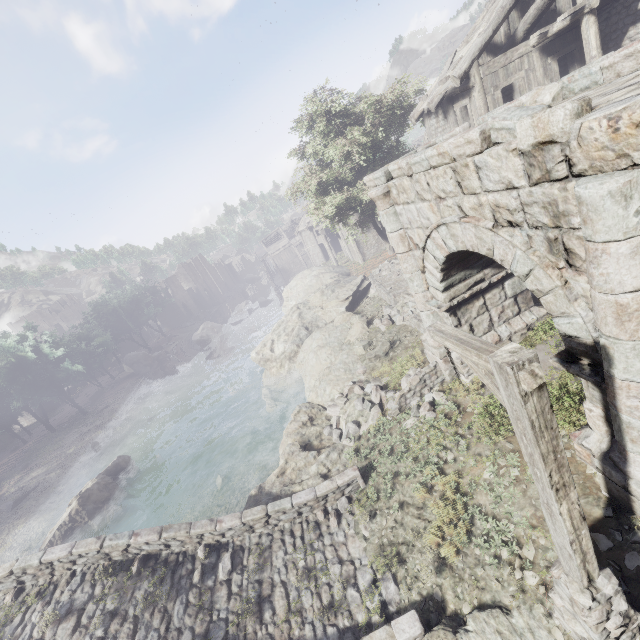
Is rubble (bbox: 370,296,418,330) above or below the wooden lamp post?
below

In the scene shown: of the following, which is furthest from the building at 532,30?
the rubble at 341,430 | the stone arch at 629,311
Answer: the rubble at 341,430

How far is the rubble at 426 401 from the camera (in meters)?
9.41

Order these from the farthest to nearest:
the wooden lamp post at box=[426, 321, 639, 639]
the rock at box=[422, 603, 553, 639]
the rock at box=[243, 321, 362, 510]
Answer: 1. the rock at box=[243, 321, 362, 510]
2. the rock at box=[422, 603, 553, 639]
3. the wooden lamp post at box=[426, 321, 639, 639]

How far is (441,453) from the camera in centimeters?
826cm

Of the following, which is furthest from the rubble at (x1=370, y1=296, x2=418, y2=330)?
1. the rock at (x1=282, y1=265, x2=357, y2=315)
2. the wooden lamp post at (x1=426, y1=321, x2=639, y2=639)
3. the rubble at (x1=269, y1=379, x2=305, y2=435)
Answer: the wooden lamp post at (x1=426, y1=321, x2=639, y2=639)

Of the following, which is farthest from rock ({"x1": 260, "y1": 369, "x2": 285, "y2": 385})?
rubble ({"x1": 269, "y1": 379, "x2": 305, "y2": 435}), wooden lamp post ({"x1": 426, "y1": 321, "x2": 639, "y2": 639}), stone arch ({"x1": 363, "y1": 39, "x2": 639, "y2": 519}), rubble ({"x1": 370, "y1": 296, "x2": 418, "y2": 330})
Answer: wooden lamp post ({"x1": 426, "y1": 321, "x2": 639, "y2": 639})

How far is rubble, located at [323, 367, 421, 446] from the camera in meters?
11.4 m
